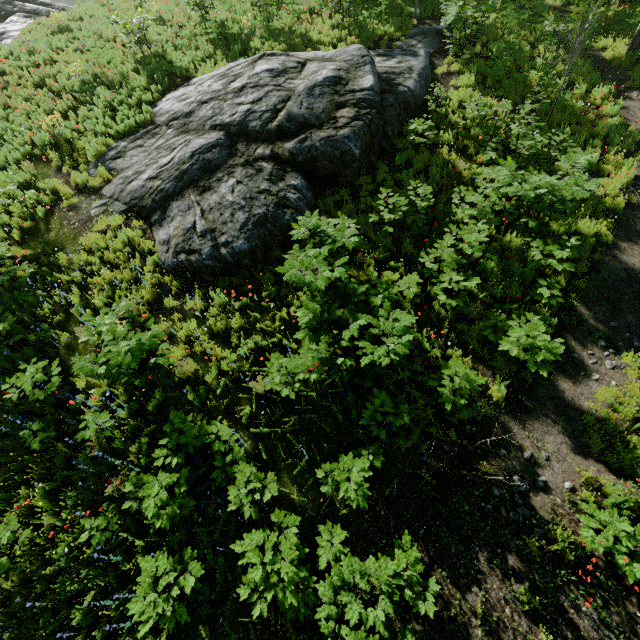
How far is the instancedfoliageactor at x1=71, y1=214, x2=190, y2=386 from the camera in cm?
577

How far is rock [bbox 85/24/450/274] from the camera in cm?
843

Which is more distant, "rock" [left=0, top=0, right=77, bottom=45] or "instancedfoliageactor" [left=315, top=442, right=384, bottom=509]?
"rock" [left=0, top=0, right=77, bottom=45]

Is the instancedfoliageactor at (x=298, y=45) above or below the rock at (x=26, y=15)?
below

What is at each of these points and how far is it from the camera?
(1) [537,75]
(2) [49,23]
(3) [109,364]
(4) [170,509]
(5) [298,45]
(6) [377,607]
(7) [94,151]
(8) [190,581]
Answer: (1) instancedfoliageactor, 12.3m
(2) instancedfoliageactor, 17.0m
(3) instancedfoliageactor, 5.8m
(4) instancedfoliageactor, 5.1m
(5) instancedfoliageactor, 13.6m
(6) instancedfoliageactor, 4.2m
(7) instancedfoliageactor, 10.9m
(8) instancedfoliageactor, 4.5m

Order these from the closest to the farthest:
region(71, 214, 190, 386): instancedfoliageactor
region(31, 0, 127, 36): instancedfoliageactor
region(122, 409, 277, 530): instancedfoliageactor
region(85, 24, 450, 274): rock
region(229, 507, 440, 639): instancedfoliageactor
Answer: region(229, 507, 440, 639): instancedfoliageactor
region(122, 409, 277, 530): instancedfoliageactor
region(71, 214, 190, 386): instancedfoliageactor
region(85, 24, 450, 274): rock
region(31, 0, 127, 36): instancedfoliageactor

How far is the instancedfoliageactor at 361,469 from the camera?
5.1 meters

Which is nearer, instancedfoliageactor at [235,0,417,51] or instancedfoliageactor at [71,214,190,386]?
instancedfoliageactor at [71,214,190,386]
